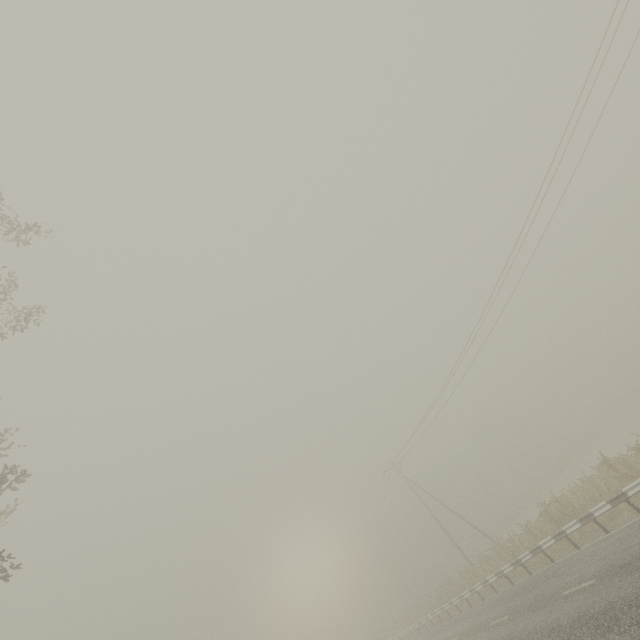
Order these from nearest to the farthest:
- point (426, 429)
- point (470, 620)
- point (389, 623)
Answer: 1. point (470, 620)
2. point (426, 429)
3. point (389, 623)
